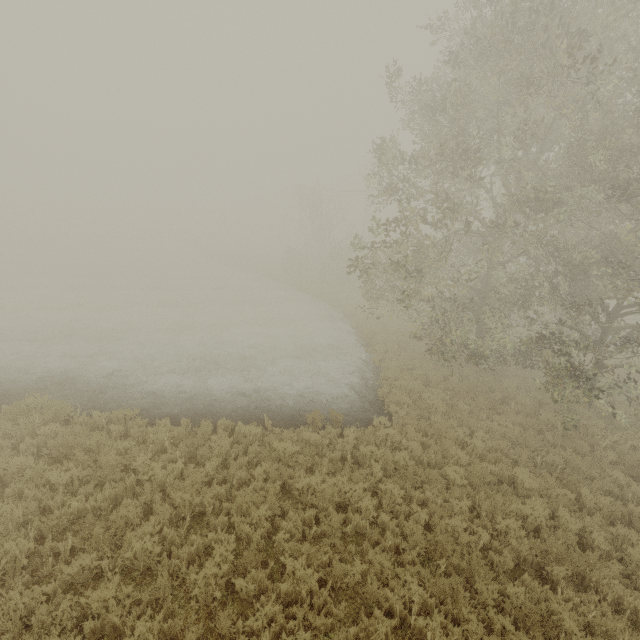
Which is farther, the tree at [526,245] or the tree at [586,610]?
the tree at [526,245]

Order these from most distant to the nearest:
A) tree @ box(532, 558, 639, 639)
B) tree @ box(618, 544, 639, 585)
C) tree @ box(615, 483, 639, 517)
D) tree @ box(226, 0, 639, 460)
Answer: tree @ box(226, 0, 639, 460), tree @ box(615, 483, 639, 517), tree @ box(618, 544, 639, 585), tree @ box(532, 558, 639, 639)

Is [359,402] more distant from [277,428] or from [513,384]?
[513,384]

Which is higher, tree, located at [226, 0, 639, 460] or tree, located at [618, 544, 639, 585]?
tree, located at [226, 0, 639, 460]

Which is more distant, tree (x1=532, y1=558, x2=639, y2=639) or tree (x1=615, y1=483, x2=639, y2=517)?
tree (x1=615, y1=483, x2=639, y2=517)
